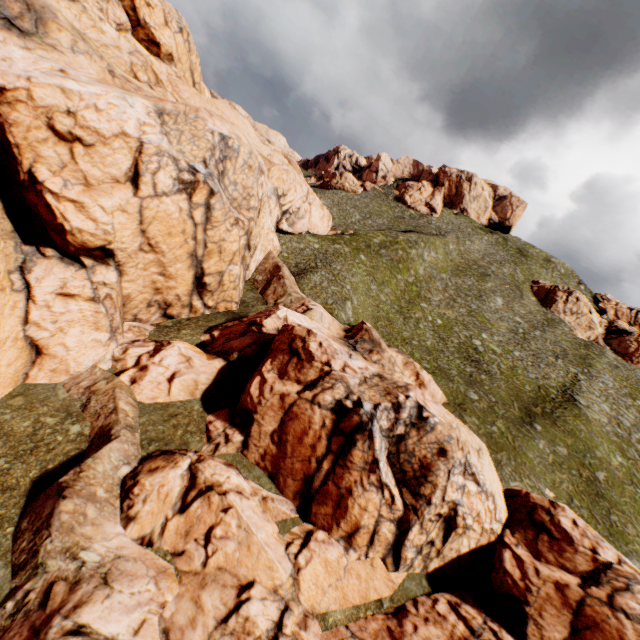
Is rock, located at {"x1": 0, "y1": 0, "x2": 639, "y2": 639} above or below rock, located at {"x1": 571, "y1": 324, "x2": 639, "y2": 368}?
below

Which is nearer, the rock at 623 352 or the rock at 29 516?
the rock at 29 516

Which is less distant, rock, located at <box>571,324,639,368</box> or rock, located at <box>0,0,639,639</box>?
rock, located at <box>0,0,639,639</box>

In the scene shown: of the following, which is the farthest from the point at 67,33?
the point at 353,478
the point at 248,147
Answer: the point at 353,478

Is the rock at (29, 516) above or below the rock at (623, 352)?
below
